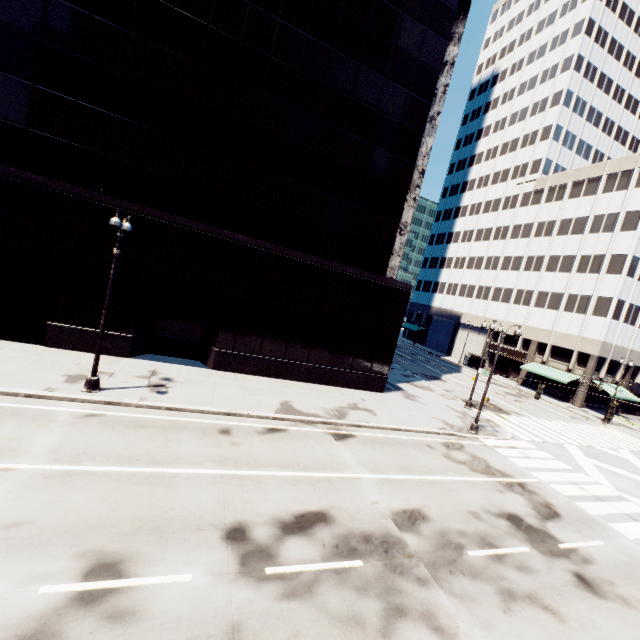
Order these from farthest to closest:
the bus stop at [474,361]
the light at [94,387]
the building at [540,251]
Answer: the bus stop at [474,361]
the building at [540,251]
the light at [94,387]

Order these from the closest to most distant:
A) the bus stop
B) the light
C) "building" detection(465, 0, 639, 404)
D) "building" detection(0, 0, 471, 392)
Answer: the light < "building" detection(0, 0, 471, 392) < "building" detection(465, 0, 639, 404) < the bus stop

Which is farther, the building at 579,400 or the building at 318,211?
the building at 579,400

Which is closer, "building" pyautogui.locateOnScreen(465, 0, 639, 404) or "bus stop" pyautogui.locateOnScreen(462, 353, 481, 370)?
"building" pyautogui.locateOnScreen(465, 0, 639, 404)

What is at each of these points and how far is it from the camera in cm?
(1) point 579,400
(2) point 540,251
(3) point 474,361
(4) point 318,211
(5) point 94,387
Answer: (1) building, 4106
(2) building, 4991
(3) bus stop, 5353
(4) building, 2045
(5) light, 1345

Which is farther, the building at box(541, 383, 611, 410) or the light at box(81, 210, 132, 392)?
the building at box(541, 383, 611, 410)

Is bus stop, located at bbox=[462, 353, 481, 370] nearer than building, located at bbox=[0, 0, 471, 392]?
No

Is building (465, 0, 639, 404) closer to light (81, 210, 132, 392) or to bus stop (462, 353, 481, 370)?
bus stop (462, 353, 481, 370)
